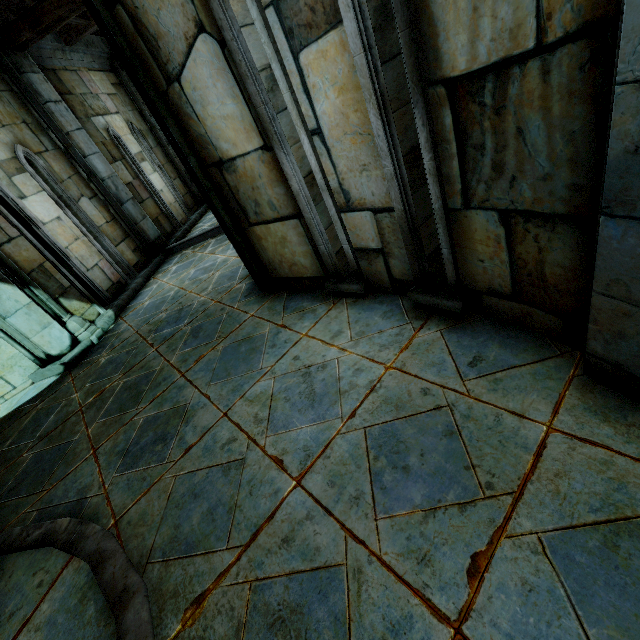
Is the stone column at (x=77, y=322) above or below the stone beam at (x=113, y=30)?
below

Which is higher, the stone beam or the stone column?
the stone beam

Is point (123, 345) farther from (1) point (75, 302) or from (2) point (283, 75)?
(2) point (283, 75)

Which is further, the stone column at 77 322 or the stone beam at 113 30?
the stone column at 77 322

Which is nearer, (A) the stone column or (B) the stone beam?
(B) the stone beam
